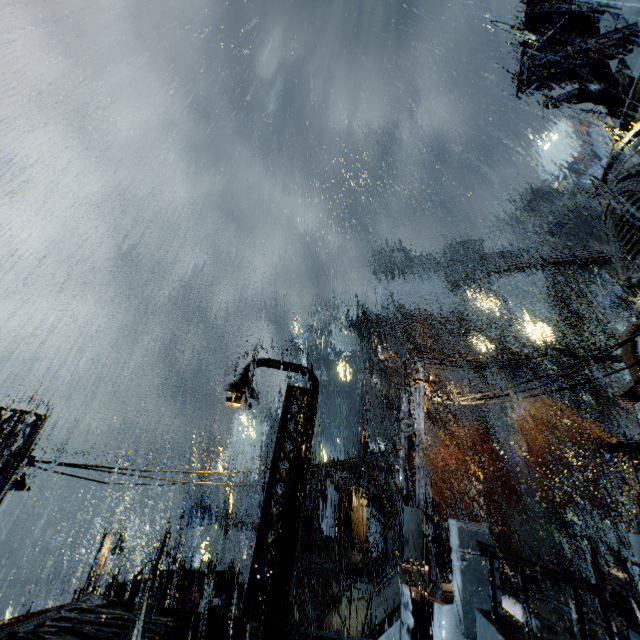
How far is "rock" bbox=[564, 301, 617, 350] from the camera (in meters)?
57.56

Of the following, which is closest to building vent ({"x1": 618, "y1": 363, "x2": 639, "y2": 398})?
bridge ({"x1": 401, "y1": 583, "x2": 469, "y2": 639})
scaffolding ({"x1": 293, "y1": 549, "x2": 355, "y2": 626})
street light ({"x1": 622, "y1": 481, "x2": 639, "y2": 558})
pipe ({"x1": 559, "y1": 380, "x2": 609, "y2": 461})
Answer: bridge ({"x1": 401, "y1": 583, "x2": 469, "y2": 639})

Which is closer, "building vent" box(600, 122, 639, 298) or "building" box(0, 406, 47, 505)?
"building" box(0, 406, 47, 505)

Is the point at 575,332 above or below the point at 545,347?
above

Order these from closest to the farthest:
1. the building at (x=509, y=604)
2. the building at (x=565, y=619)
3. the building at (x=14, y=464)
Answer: the building at (x=14, y=464)
the building at (x=565, y=619)
the building at (x=509, y=604)

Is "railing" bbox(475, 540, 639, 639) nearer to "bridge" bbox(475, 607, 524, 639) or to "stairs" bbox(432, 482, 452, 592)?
"bridge" bbox(475, 607, 524, 639)

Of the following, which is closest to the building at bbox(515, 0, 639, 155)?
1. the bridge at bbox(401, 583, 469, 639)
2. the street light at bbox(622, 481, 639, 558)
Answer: the bridge at bbox(401, 583, 469, 639)

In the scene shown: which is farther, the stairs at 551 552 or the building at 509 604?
the stairs at 551 552
